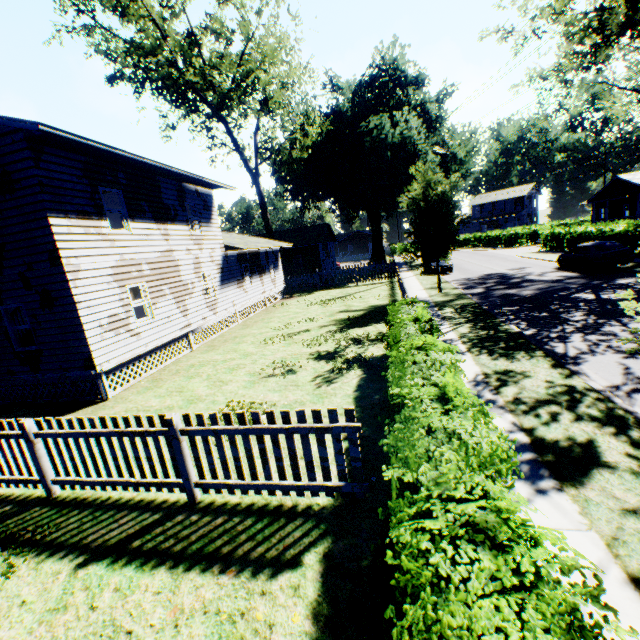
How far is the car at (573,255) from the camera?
18.8 meters

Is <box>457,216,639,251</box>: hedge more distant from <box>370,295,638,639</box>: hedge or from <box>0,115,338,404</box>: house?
<box>370,295,638,639</box>: hedge

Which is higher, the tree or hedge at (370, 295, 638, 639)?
the tree

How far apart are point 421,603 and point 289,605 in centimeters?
255cm

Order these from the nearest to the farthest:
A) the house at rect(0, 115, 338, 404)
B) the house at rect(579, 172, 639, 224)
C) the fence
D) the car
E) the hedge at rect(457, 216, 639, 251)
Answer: the fence
the house at rect(0, 115, 338, 404)
the car
the hedge at rect(457, 216, 639, 251)
the house at rect(579, 172, 639, 224)

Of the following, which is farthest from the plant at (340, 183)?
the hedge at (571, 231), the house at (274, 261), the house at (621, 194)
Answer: the house at (621, 194)

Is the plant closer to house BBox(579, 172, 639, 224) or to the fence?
the fence

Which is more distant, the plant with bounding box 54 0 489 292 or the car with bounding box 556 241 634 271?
the plant with bounding box 54 0 489 292
